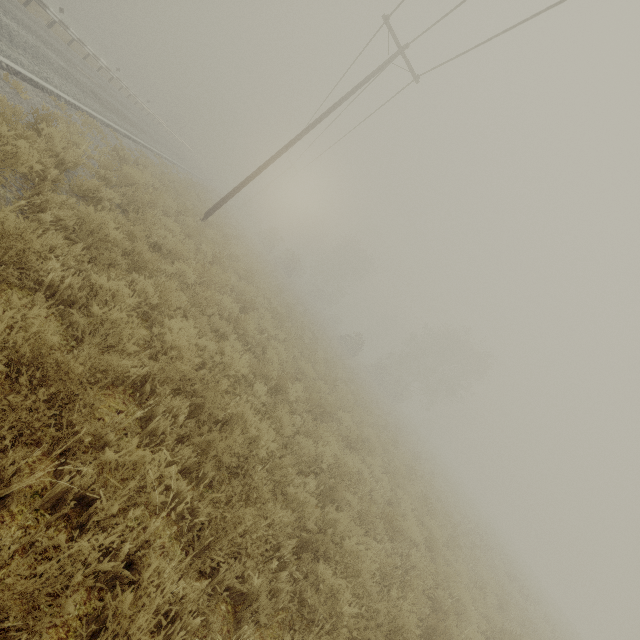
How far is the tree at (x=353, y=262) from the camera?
56.0 meters

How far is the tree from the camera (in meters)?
56.03

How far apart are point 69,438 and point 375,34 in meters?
19.3
